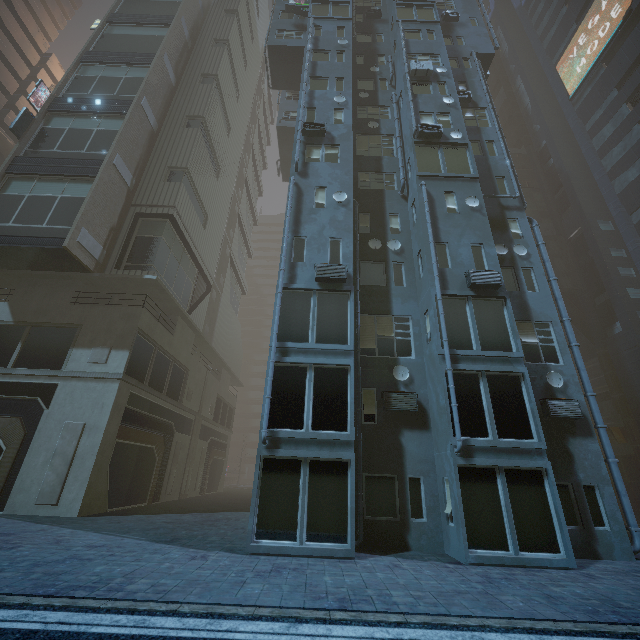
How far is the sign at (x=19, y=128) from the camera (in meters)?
19.53

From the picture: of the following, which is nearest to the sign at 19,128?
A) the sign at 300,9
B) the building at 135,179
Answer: the building at 135,179

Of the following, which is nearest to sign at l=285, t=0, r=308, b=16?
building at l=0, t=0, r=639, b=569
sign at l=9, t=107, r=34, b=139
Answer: building at l=0, t=0, r=639, b=569

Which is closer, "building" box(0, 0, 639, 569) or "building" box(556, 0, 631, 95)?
"building" box(0, 0, 639, 569)

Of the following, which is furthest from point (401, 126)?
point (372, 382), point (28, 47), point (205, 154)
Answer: point (28, 47)

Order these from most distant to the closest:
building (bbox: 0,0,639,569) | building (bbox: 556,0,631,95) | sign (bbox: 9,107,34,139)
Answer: building (bbox: 556,0,631,95)
sign (bbox: 9,107,34,139)
building (bbox: 0,0,639,569)

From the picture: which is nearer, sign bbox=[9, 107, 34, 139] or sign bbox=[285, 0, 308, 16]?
sign bbox=[9, 107, 34, 139]

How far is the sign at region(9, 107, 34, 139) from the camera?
19.53m
